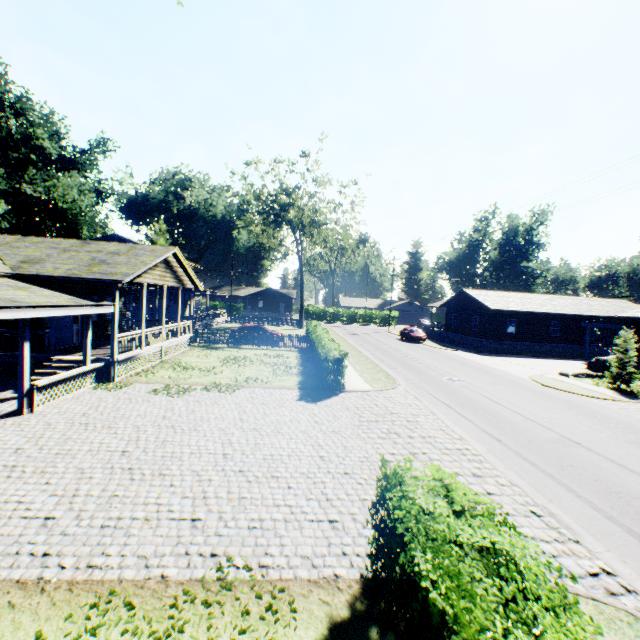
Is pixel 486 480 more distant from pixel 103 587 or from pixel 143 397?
pixel 143 397

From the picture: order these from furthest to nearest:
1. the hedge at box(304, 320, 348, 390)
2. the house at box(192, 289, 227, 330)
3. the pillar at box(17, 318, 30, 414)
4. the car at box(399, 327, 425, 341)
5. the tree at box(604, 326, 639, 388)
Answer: the car at box(399, 327, 425, 341) < the house at box(192, 289, 227, 330) < the tree at box(604, 326, 639, 388) < the hedge at box(304, 320, 348, 390) < the pillar at box(17, 318, 30, 414)

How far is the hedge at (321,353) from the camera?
14.47m

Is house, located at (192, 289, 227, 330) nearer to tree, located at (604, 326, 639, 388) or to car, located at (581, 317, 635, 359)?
tree, located at (604, 326, 639, 388)

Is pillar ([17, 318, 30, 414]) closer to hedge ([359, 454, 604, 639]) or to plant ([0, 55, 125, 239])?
hedge ([359, 454, 604, 639])

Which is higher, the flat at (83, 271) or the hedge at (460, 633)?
the flat at (83, 271)

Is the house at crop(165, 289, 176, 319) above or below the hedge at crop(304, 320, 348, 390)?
above

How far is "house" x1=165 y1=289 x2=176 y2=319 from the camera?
36.3m
